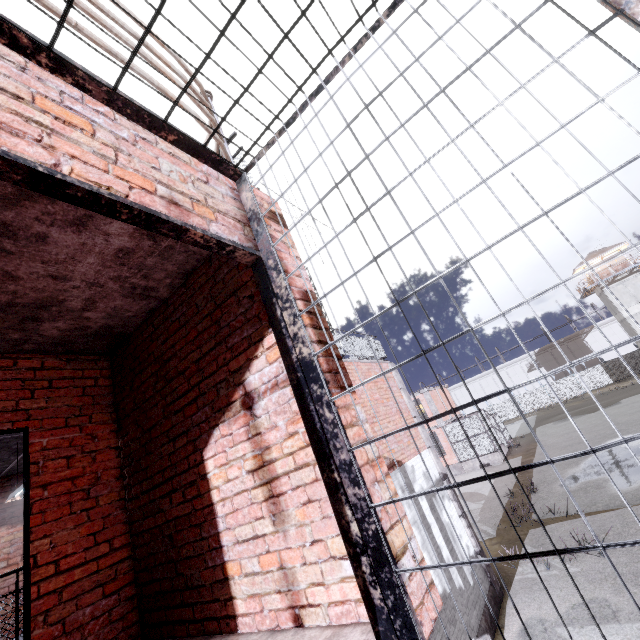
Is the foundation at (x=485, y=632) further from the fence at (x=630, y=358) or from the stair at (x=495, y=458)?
the stair at (x=495, y=458)

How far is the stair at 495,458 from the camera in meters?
24.5

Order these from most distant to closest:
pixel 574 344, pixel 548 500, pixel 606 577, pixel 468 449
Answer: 1. pixel 574 344
2. pixel 468 449
3. pixel 548 500
4. pixel 606 577

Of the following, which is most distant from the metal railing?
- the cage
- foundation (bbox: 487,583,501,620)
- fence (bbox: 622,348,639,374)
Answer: foundation (bbox: 487,583,501,620)

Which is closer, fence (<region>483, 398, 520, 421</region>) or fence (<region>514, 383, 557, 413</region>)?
fence (<region>514, 383, 557, 413</region>)

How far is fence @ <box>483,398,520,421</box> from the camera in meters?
49.0

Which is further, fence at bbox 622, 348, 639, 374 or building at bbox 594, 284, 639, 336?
fence at bbox 622, 348, 639, 374

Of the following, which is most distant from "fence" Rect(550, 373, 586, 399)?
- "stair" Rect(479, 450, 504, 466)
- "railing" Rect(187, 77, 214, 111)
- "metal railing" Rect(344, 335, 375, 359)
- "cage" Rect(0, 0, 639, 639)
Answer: "stair" Rect(479, 450, 504, 466)
